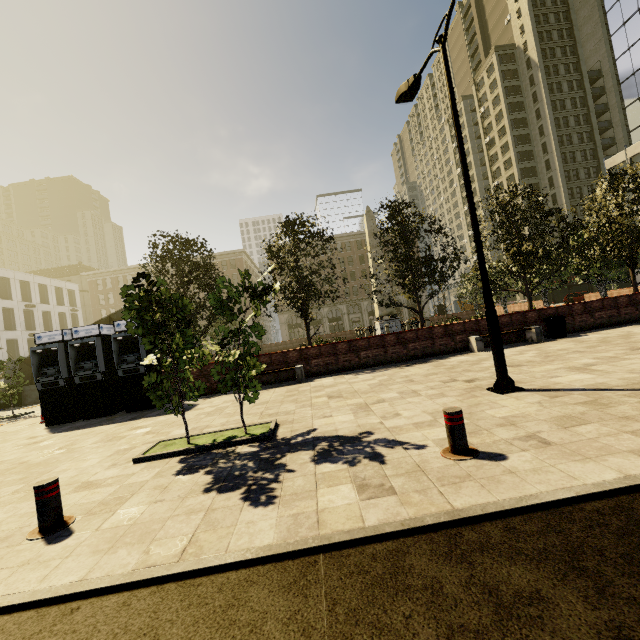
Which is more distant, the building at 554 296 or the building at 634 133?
the building at 554 296

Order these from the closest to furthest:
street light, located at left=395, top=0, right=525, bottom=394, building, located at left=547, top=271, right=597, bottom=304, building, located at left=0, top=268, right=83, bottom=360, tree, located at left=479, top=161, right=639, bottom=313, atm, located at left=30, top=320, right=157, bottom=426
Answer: street light, located at left=395, top=0, right=525, bottom=394
atm, located at left=30, top=320, right=157, bottom=426
tree, located at left=479, top=161, right=639, bottom=313
building, located at left=0, top=268, right=83, bottom=360
building, located at left=547, top=271, right=597, bottom=304

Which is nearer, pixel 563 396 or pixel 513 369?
pixel 563 396

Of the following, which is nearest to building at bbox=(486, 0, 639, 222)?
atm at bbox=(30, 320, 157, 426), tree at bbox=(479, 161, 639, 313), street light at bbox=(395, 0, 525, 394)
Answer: tree at bbox=(479, 161, 639, 313)

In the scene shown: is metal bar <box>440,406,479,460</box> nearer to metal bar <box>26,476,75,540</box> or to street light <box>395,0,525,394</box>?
street light <box>395,0,525,394</box>

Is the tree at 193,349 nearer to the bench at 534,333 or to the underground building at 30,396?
the underground building at 30,396

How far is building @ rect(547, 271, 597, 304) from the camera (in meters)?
49.31

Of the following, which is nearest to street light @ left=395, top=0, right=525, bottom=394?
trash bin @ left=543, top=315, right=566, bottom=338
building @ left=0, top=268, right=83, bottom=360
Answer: trash bin @ left=543, top=315, right=566, bottom=338
